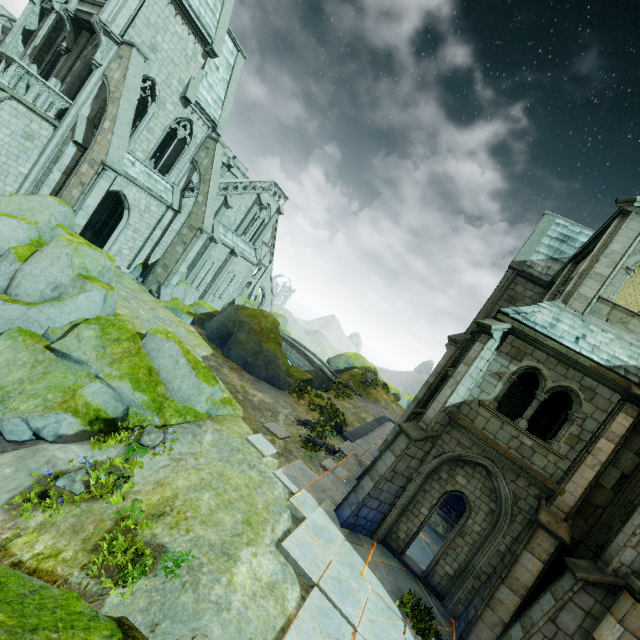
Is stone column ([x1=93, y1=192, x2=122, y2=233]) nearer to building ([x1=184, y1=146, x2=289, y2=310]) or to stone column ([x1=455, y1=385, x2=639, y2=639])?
building ([x1=184, y1=146, x2=289, y2=310])

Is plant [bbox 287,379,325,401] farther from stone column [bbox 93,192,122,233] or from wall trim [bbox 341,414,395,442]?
stone column [bbox 93,192,122,233]

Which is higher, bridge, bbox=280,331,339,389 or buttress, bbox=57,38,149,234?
buttress, bbox=57,38,149,234

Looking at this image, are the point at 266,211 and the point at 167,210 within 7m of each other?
no

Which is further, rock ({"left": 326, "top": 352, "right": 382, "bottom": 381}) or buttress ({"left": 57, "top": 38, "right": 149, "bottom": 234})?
rock ({"left": 326, "top": 352, "right": 382, "bottom": 381})

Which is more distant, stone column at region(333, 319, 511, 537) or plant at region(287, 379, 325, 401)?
plant at region(287, 379, 325, 401)

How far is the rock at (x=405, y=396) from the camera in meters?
43.5 m
